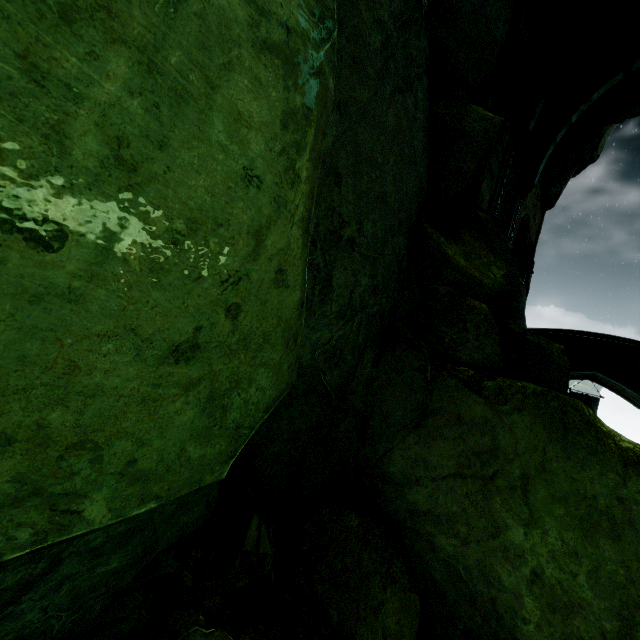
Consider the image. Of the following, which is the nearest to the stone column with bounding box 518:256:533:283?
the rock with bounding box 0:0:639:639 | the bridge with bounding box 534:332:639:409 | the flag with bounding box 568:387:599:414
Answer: the bridge with bounding box 534:332:639:409

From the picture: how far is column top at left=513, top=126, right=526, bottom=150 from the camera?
11.0 meters

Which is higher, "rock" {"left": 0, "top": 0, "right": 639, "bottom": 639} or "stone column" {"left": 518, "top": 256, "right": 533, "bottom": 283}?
"stone column" {"left": 518, "top": 256, "right": 533, "bottom": 283}

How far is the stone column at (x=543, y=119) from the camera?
12.9 meters

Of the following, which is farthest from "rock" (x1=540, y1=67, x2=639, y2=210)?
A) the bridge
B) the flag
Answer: the flag

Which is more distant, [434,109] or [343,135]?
[434,109]

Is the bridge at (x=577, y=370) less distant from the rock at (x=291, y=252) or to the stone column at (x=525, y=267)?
the stone column at (x=525, y=267)

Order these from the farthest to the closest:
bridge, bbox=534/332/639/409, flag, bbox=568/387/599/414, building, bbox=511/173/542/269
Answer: flag, bbox=568/387/599/414
bridge, bbox=534/332/639/409
building, bbox=511/173/542/269
